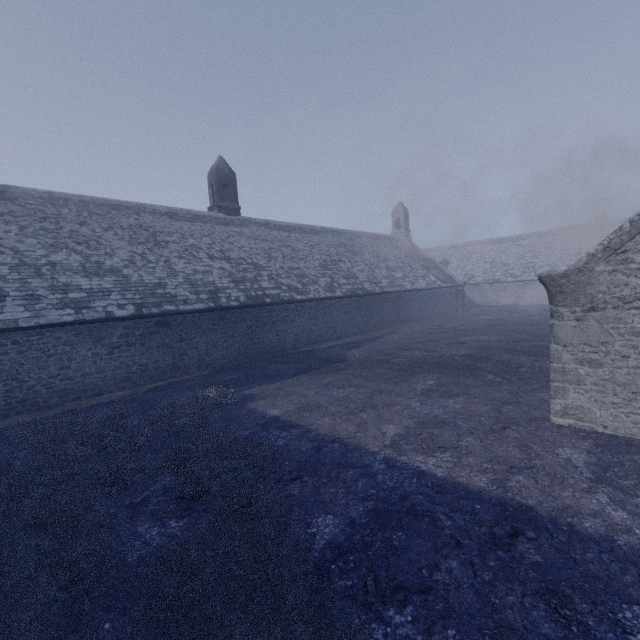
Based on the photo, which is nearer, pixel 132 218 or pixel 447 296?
pixel 132 218
